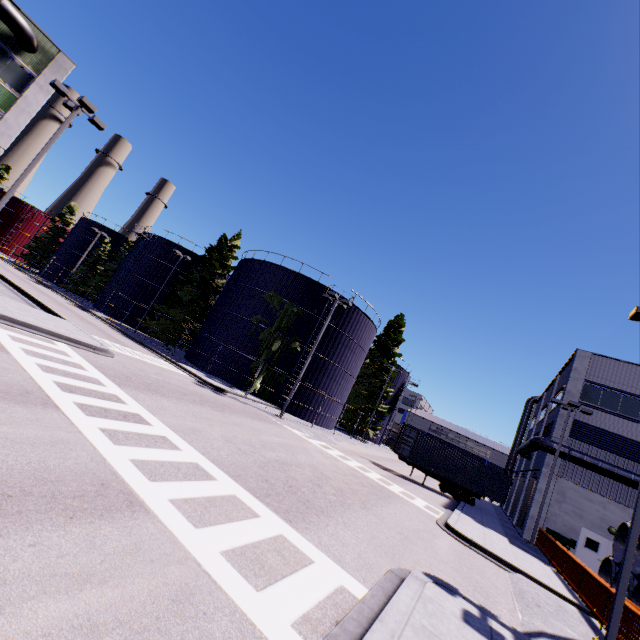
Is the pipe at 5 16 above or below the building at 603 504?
above

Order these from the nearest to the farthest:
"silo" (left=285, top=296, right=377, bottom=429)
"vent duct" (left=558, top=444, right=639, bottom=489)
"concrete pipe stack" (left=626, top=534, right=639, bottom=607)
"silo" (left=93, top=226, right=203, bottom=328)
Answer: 1. "concrete pipe stack" (left=626, top=534, right=639, bottom=607)
2. "vent duct" (left=558, top=444, right=639, bottom=489)
3. "silo" (left=285, top=296, right=377, bottom=429)
4. "silo" (left=93, top=226, right=203, bottom=328)

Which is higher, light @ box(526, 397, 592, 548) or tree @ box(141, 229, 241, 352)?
light @ box(526, 397, 592, 548)

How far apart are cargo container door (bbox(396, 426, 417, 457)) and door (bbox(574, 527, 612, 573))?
11.9 meters

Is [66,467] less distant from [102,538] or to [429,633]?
[102,538]

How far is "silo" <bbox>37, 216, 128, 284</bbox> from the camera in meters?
52.4

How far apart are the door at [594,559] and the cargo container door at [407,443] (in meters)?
11.93

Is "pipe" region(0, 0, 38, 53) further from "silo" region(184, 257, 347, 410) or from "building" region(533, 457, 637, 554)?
"silo" region(184, 257, 347, 410)
